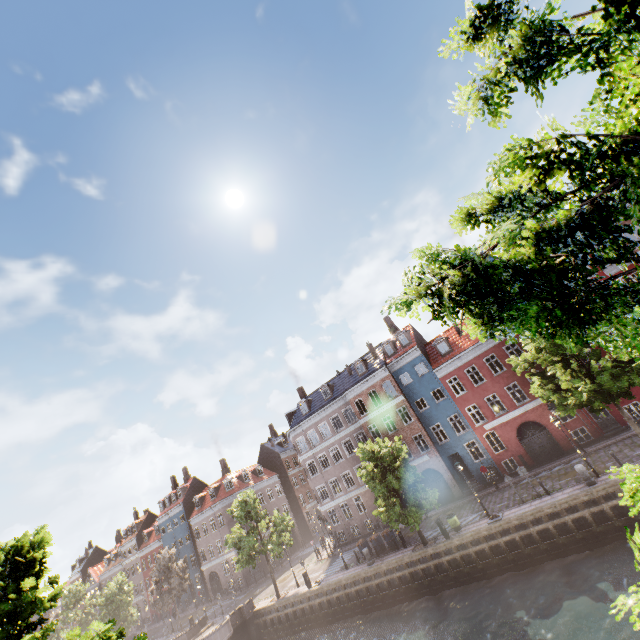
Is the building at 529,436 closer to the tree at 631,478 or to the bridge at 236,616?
the tree at 631,478

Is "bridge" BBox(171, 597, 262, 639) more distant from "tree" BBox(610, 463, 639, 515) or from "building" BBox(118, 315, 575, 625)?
"building" BBox(118, 315, 575, 625)

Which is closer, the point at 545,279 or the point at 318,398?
the point at 545,279

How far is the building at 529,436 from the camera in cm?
2889

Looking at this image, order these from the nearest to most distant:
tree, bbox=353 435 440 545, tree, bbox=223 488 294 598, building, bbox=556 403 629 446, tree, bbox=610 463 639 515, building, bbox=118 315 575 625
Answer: tree, bbox=610 463 639 515 → tree, bbox=353 435 440 545 → building, bbox=556 403 629 446 → building, bbox=118 315 575 625 → tree, bbox=223 488 294 598

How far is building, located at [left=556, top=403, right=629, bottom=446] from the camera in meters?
24.5

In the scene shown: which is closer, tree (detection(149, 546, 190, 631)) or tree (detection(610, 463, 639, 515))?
tree (detection(610, 463, 639, 515))
